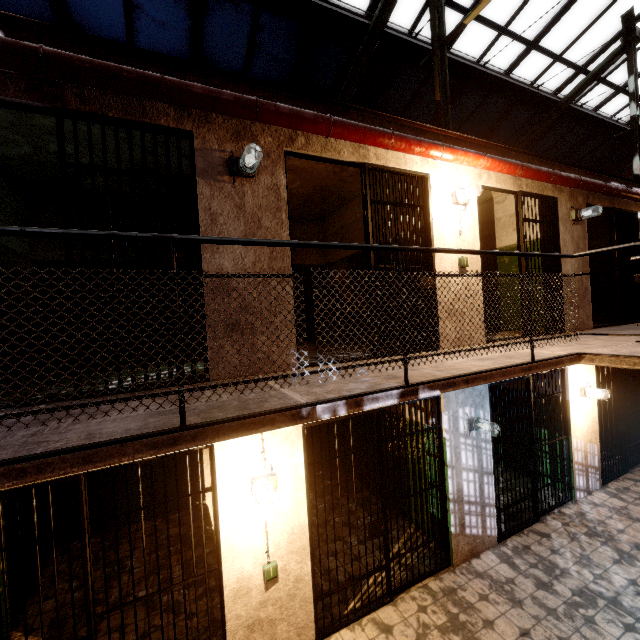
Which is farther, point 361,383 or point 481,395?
point 481,395

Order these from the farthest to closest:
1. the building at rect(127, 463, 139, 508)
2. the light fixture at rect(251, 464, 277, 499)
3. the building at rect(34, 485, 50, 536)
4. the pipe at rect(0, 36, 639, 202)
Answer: → the building at rect(127, 463, 139, 508), the building at rect(34, 485, 50, 536), the light fixture at rect(251, 464, 277, 499), the pipe at rect(0, 36, 639, 202)

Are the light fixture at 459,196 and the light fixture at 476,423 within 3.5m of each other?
yes

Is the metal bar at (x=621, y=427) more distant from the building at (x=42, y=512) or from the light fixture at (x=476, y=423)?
the building at (x=42, y=512)

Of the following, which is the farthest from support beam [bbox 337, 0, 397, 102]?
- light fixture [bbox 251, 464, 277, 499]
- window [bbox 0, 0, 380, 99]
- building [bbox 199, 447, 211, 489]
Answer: Answer: light fixture [bbox 251, 464, 277, 499]

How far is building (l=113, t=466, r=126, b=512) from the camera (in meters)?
5.75

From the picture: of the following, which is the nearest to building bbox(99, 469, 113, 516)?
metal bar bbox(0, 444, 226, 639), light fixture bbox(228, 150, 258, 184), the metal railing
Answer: metal bar bbox(0, 444, 226, 639)
